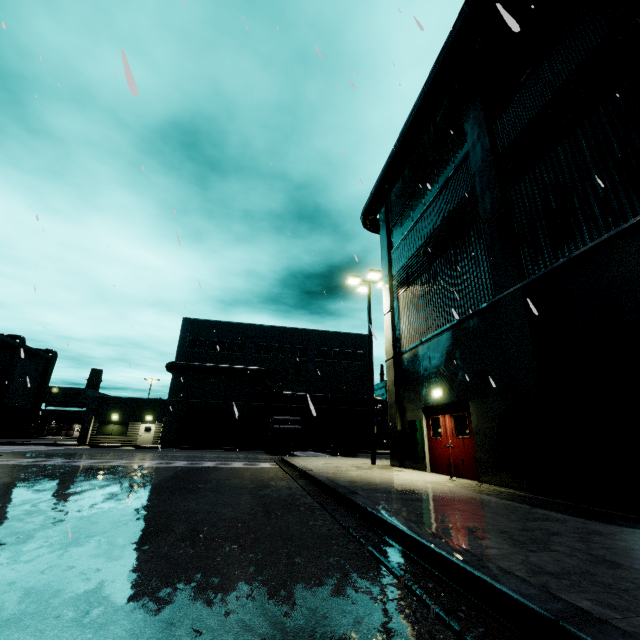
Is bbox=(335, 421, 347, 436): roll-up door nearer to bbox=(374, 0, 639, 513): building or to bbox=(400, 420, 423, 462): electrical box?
bbox=(374, 0, 639, 513): building

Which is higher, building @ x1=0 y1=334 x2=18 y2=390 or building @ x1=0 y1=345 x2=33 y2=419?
building @ x1=0 y1=334 x2=18 y2=390

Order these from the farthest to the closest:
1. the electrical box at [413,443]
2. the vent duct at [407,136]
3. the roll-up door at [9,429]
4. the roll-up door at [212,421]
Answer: the roll-up door at [9,429], the roll-up door at [212,421], the electrical box at [413,443], the vent duct at [407,136]

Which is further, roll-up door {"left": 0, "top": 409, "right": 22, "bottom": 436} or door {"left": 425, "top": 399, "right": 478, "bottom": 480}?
roll-up door {"left": 0, "top": 409, "right": 22, "bottom": 436}

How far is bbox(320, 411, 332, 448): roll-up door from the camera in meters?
38.7 m

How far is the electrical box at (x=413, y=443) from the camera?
12.48m

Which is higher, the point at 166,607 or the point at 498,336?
the point at 498,336

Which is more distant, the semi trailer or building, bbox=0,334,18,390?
building, bbox=0,334,18,390
